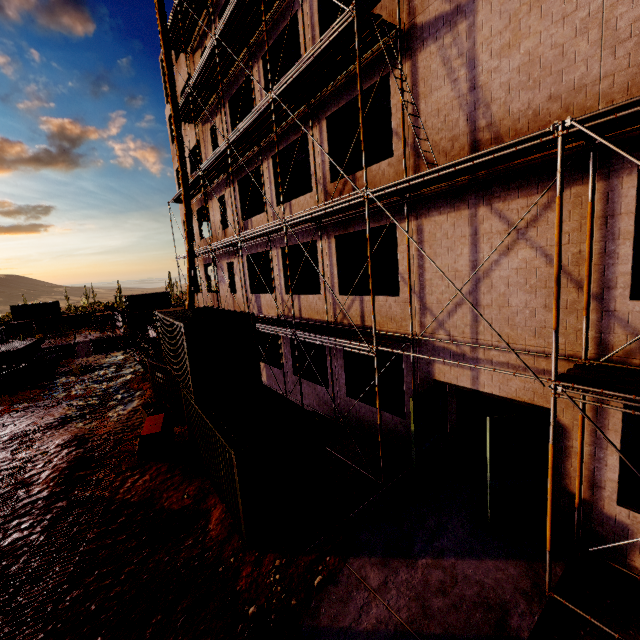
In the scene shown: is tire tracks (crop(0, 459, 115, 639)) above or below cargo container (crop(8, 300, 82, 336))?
below

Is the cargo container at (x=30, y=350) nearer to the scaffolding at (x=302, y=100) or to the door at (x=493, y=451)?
the scaffolding at (x=302, y=100)

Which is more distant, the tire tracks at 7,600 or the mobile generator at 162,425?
the mobile generator at 162,425

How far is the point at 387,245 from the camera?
13.97m

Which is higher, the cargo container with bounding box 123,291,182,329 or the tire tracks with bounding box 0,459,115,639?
the cargo container with bounding box 123,291,182,329

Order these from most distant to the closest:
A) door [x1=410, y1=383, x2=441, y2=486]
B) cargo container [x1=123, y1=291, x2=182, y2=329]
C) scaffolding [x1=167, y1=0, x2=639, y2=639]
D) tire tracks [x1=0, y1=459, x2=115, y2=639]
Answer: cargo container [x1=123, y1=291, x2=182, y2=329] → door [x1=410, y1=383, x2=441, y2=486] → tire tracks [x1=0, y1=459, x2=115, y2=639] → scaffolding [x1=167, y1=0, x2=639, y2=639]

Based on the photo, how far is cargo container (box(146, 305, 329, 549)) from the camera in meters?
7.8 m

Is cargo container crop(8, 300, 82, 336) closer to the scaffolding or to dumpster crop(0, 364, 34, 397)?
the scaffolding
